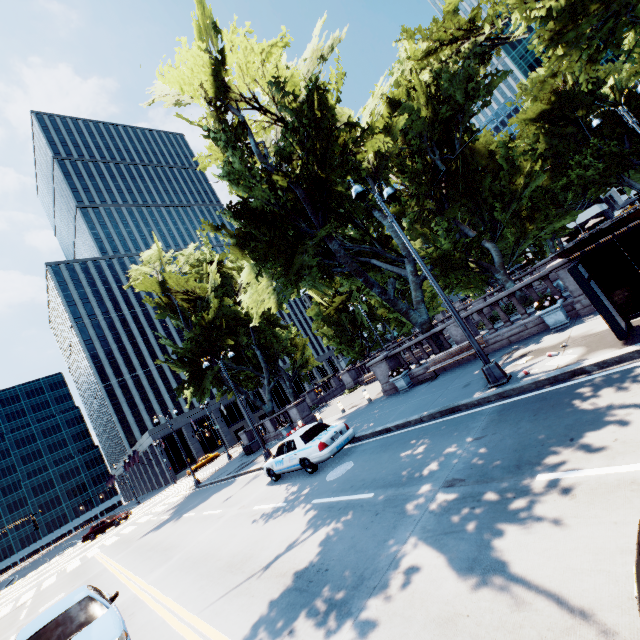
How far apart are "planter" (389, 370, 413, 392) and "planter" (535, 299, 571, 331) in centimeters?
666cm

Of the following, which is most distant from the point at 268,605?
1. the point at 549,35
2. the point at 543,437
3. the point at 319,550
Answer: the point at 549,35

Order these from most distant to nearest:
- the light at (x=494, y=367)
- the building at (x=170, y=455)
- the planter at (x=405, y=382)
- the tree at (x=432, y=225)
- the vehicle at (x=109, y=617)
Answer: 1. the building at (x=170, y=455)
2. the planter at (x=405, y=382)
3. the tree at (x=432, y=225)
4. the light at (x=494, y=367)
5. the vehicle at (x=109, y=617)

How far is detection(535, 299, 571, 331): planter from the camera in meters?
11.2 m

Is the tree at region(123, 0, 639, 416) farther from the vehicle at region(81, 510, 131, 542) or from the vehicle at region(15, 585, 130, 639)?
the vehicle at region(81, 510, 131, 542)

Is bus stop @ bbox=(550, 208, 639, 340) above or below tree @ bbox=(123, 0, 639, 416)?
below

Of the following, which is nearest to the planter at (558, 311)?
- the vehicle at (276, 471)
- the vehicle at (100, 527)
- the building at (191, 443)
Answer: the vehicle at (276, 471)

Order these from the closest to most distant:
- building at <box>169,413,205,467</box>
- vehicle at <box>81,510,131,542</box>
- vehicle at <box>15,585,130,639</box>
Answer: vehicle at <box>15,585,130,639</box> → vehicle at <box>81,510,131,542</box> → building at <box>169,413,205,467</box>
